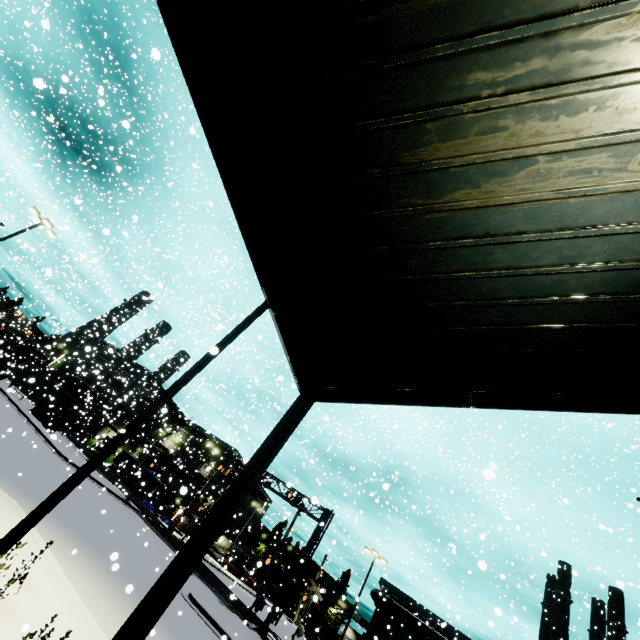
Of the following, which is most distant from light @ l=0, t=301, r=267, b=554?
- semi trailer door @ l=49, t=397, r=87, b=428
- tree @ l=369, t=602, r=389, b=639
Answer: tree @ l=369, t=602, r=389, b=639

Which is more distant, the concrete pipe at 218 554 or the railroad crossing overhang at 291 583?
the concrete pipe at 218 554

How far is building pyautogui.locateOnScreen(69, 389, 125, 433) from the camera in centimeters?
3717cm

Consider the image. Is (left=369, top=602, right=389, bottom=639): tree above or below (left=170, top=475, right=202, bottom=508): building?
above

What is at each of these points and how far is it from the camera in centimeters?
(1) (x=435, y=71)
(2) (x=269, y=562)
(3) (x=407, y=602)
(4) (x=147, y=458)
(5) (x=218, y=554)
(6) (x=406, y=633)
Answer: (1) building, 295cm
(2) railroad crossing gate, 2339cm
(3) building, 3853cm
(4) building, 5531cm
(5) concrete pipe, 5588cm
(6) building, 3725cm

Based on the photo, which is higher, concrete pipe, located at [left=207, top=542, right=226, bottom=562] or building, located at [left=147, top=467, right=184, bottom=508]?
building, located at [left=147, top=467, right=184, bottom=508]

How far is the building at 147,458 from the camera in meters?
53.3 m
